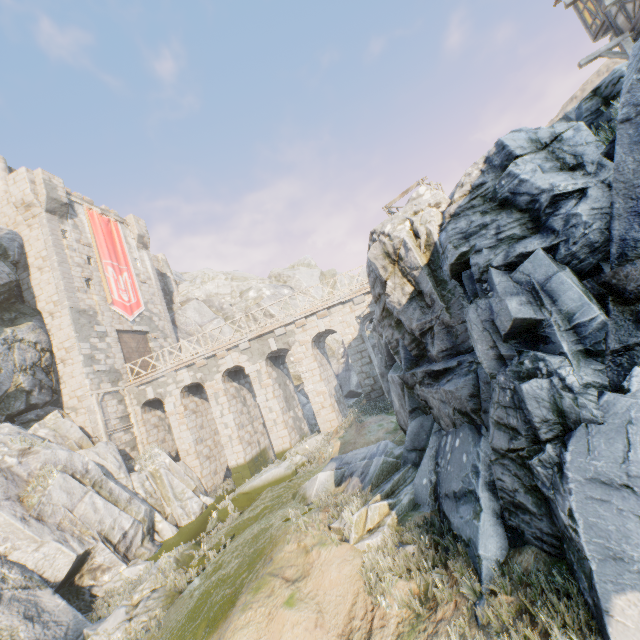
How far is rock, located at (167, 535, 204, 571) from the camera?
10.1m

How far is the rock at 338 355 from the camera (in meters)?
29.47

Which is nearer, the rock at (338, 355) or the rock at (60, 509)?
the rock at (60, 509)

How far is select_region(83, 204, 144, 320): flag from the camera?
22.7 meters

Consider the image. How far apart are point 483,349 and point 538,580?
3.5m

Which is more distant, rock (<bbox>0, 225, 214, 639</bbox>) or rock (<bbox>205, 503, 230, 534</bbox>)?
rock (<bbox>205, 503, 230, 534</bbox>)

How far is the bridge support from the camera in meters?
18.0

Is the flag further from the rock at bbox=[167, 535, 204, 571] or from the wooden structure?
the wooden structure
